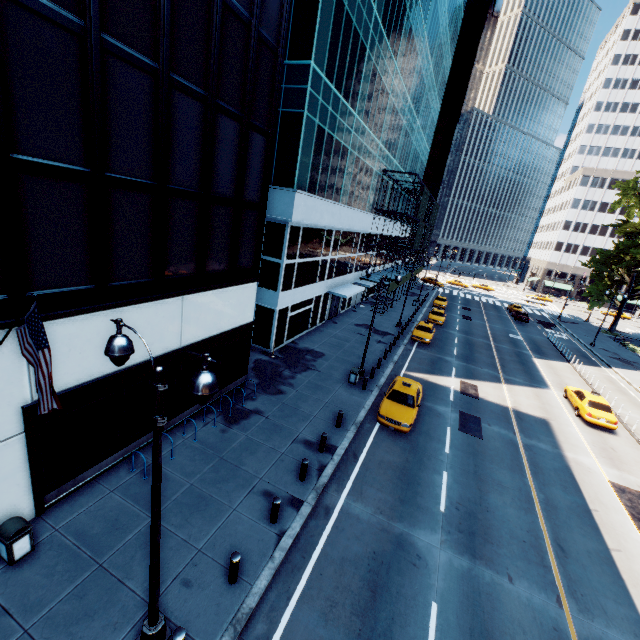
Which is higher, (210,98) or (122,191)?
(210,98)

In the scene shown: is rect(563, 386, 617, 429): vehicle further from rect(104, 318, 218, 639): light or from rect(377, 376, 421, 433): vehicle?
rect(104, 318, 218, 639): light

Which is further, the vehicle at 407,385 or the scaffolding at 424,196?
the scaffolding at 424,196

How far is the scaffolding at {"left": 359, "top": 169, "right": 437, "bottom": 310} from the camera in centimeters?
3586cm

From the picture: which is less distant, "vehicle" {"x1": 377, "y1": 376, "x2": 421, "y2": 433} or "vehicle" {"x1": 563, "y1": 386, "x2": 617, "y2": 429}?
"vehicle" {"x1": 377, "y1": 376, "x2": 421, "y2": 433}

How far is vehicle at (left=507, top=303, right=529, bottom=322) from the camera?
48.0m

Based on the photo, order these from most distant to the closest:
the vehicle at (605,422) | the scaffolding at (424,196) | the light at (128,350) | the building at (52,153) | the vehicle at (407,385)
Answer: the scaffolding at (424,196) < the vehicle at (605,422) < the vehicle at (407,385) < the building at (52,153) < the light at (128,350)

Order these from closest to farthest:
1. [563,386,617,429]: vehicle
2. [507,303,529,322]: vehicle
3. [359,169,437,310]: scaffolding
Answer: [563,386,617,429]: vehicle
[359,169,437,310]: scaffolding
[507,303,529,322]: vehicle
